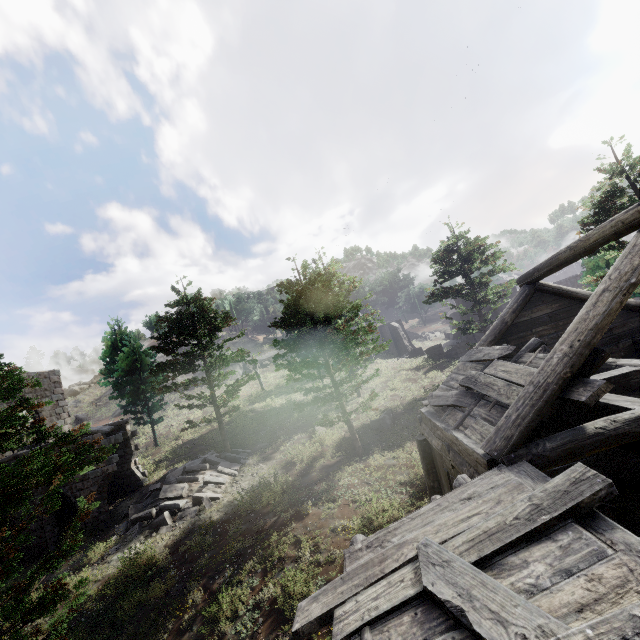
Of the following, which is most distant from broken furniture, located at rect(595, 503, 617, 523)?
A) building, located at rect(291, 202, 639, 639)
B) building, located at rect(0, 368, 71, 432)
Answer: building, located at rect(0, 368, 71, 432)

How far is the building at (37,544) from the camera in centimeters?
1606cm

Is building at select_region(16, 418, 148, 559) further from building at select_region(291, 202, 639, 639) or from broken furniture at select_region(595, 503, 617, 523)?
broken furniture at select_region(595, 503, 617, 523)

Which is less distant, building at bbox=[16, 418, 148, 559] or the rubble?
the rubble

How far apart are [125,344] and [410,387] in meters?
30.6

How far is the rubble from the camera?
14.5 meters

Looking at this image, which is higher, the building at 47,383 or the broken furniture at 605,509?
the building at 47,383
